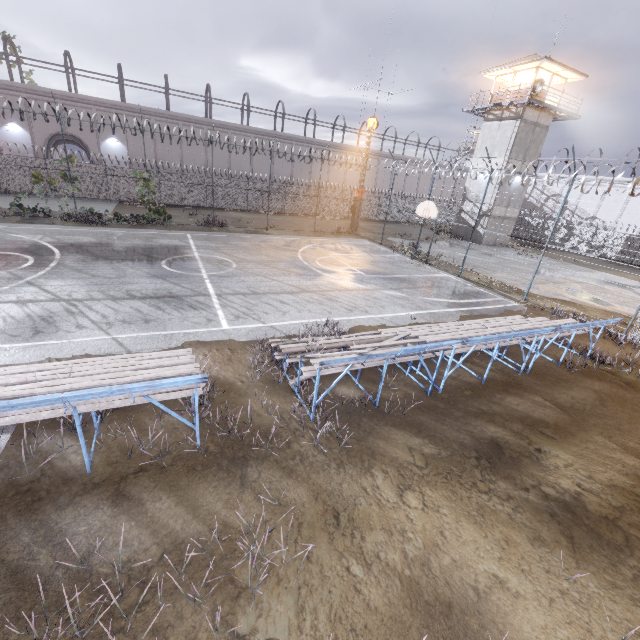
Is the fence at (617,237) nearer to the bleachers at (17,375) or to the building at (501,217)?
the bleachers at (17,375)

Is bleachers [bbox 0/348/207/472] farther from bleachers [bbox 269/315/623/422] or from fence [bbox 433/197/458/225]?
fence [bbox 433/197/458/225]

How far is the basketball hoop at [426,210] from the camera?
18.12m

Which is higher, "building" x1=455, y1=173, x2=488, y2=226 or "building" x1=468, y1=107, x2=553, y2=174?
"building" x1=468, y1=107, x2=553, y2=174

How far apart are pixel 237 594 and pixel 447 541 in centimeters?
277cm

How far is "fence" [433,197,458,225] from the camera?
19.63m

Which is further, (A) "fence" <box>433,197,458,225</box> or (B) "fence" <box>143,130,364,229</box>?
(B) "fence" <box>143,130,364,229</box>
